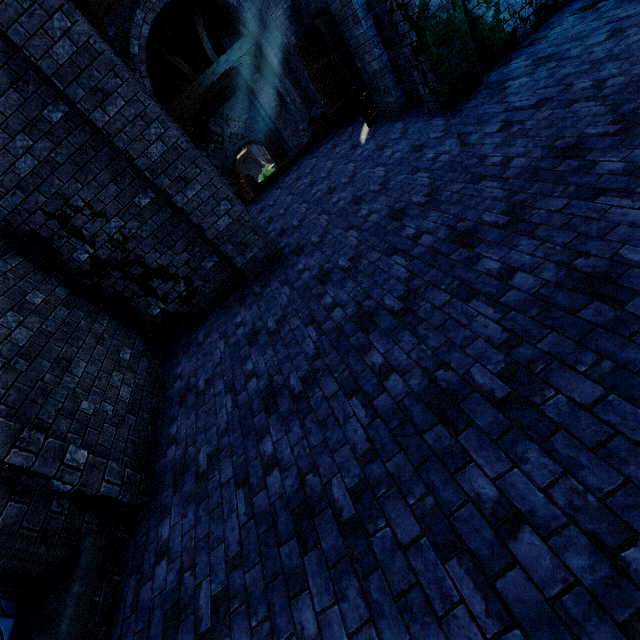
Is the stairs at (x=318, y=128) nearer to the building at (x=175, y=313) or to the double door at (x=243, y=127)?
the building at (x=175, y=313)

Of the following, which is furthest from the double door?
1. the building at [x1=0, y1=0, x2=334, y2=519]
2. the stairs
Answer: the stairs

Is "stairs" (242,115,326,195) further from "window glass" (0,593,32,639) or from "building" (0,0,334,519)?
"window glass" (0,593,32,639)

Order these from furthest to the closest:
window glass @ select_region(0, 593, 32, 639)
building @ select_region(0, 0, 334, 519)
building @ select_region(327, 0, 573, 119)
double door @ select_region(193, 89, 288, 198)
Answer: double door @ select_region(193, 89, 288, 198)
building @ select_region(327, 0, 573, 119)
building @ select_region(0, 0, 334, 519)
window glass @ select_region(0, 593, 32, 639)

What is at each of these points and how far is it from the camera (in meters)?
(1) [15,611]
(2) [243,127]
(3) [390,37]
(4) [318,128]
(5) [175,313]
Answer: (1) window glass, 2.83
(2) double door, 20.86
(3) building, 6.78
(4) stairs, 11.08
(5) building, 6.77

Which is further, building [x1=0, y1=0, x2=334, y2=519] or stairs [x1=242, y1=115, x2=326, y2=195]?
stairs [x1=242, y1=115, x2=326, y2=195]

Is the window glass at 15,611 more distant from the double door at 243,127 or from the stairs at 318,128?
the double door at 243,127

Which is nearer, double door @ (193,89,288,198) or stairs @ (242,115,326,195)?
stairs @ (242,115,326,195)
